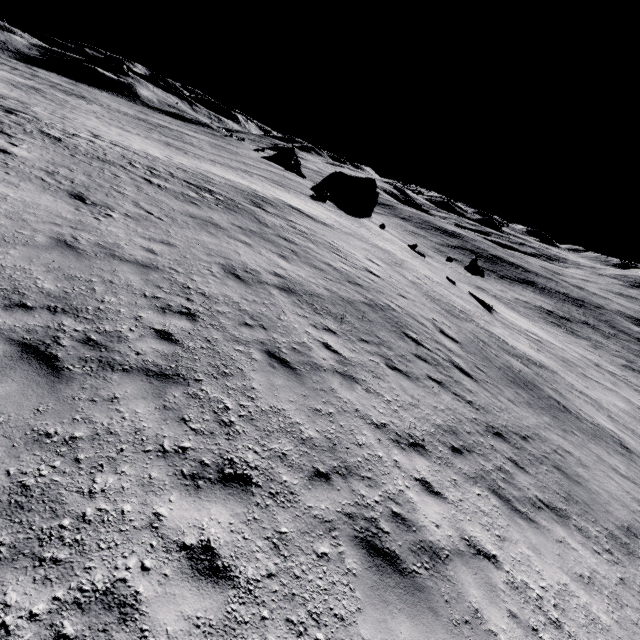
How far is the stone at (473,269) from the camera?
40.1m

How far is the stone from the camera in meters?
40.1

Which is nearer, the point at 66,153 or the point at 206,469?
the point at 206,469
